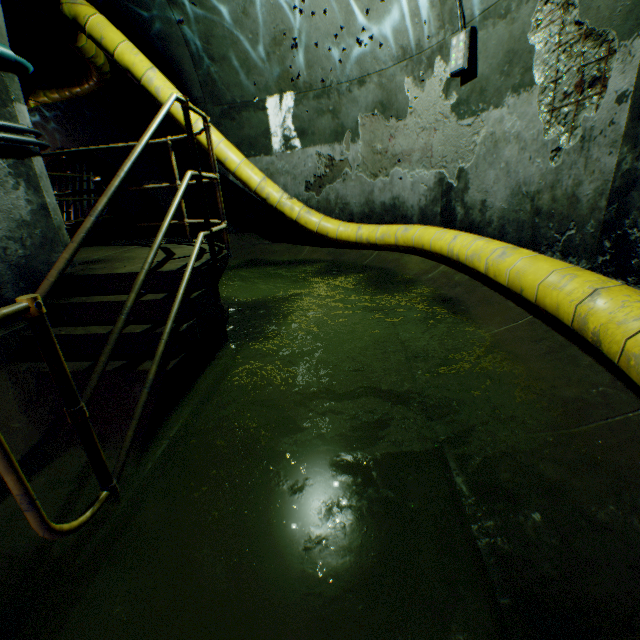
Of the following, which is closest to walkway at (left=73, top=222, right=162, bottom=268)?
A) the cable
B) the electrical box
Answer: the cable

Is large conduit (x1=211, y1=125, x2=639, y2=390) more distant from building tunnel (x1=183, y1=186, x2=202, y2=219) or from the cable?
the cable

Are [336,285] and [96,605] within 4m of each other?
no

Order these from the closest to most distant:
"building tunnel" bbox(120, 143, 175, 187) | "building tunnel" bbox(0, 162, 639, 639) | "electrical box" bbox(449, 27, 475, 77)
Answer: "building tunnel" bbox(0, 162, 639, 639)
"electrical box" bbox(449, 27, 475, 77)
"building tunnel" bbox(120, 143, 175, 187)

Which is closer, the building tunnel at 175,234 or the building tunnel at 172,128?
the building tunnel at 172,128

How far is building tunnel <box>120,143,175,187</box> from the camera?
11.42m

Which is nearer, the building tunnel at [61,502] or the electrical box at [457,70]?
the building tunnel at [61,502]

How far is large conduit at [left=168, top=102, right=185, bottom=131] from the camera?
5.5 meters
